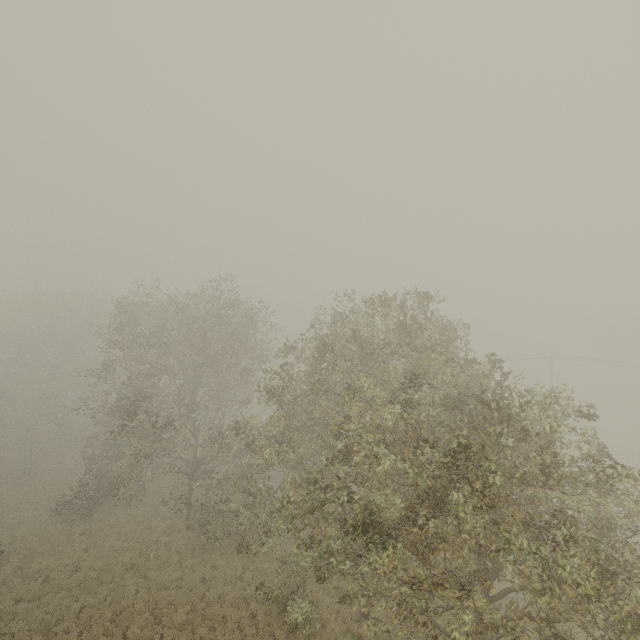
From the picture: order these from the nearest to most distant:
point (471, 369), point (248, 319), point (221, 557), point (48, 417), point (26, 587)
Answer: point (471, 369)
point (26, 587)
point (221, 557)
point (248, 319)
point (48, 417)
